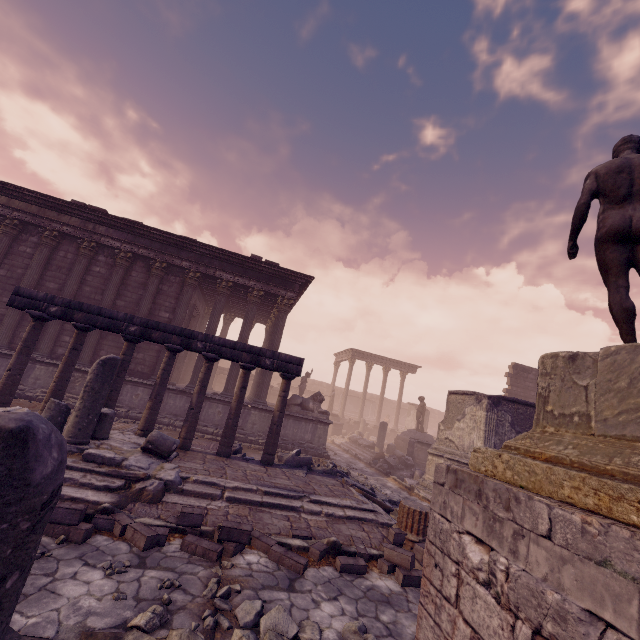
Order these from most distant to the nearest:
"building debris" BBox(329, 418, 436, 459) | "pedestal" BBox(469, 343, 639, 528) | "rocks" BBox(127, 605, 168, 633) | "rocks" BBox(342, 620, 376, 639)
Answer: "building debris" BBox(329, 418, 436, 459), "rocks" BBox(342, 620, 376, 639), "rocks" BBox(127, 605, 168, 633), "pedestal" BBox(469, 343, 639, 528)

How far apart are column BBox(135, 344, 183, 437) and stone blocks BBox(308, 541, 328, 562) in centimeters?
529cm

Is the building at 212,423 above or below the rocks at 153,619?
above

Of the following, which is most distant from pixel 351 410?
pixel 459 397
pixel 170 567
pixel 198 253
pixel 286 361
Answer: pixel 170 567

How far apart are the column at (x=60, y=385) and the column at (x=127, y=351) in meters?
0.7 m

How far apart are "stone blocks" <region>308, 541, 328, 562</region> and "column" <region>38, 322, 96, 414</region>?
7.1 meters

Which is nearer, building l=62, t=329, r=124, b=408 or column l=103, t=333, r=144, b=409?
column l=103, t=333, r=144, b=409

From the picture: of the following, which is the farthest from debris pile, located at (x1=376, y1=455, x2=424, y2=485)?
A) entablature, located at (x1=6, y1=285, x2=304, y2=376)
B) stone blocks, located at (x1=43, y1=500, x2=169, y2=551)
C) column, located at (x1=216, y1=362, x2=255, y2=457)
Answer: stone blocks, located at (x1=43, y1=500, x2=169, y2=551)
